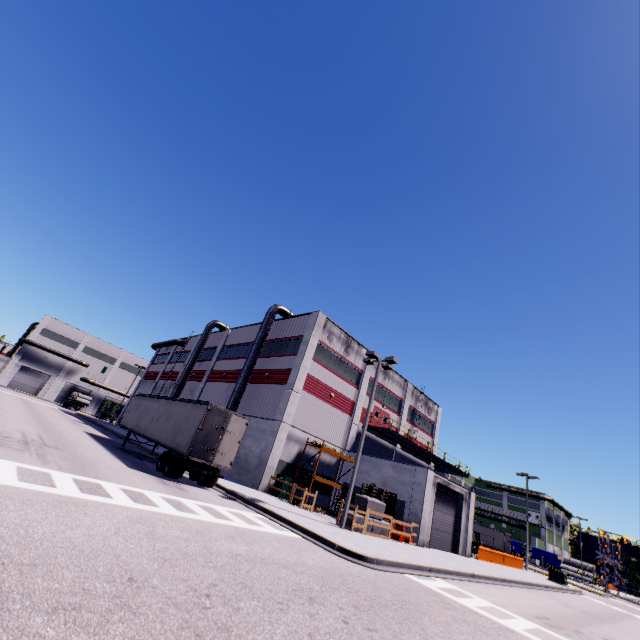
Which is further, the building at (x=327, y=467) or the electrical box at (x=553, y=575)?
the electrical box at (x=553, y=575)

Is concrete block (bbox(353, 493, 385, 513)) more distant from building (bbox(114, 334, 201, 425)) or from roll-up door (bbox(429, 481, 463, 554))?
roll-up door (bbox(429, 481, 463, 554))

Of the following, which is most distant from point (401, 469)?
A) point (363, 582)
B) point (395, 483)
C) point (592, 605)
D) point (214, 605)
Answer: point (214, 605)

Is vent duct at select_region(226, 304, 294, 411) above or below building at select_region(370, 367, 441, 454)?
below

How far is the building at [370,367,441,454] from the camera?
34.6 meters

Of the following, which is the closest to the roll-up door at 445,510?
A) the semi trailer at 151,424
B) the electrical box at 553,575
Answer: the semi trailer at 151,424

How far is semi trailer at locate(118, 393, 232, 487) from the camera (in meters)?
16.41

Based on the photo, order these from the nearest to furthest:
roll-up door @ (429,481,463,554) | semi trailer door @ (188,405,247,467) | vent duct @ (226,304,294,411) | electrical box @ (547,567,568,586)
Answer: semi trailer door @ (188,405,247,467), roll-up door @ (429,481,463,554), vent duct @ (226,304,294,411), electrical box @ (547,567,568,586)
